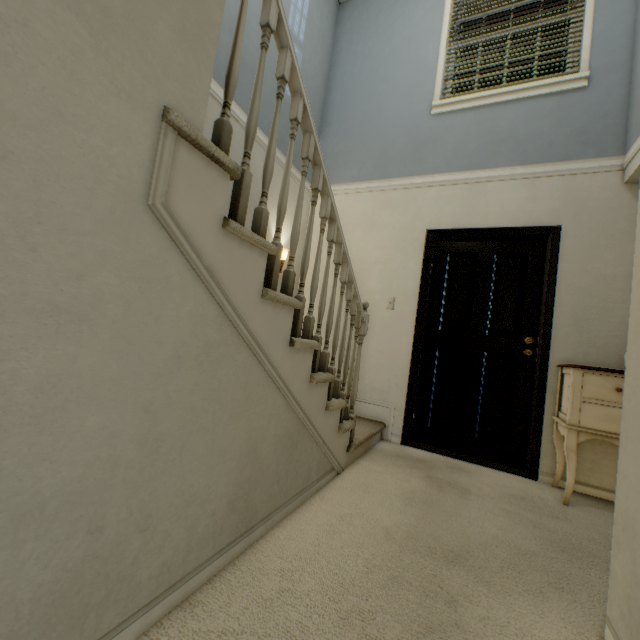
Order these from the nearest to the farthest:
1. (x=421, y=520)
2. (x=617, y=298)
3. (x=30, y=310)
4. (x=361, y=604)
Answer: (x=30, y=310), (x=361, y=604), (x=421, y=520), (x=617, y=298)

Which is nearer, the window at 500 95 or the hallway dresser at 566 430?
the hallway dresser at 566 430

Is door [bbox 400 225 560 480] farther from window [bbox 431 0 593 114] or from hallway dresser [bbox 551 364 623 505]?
window [bbox 431 0 593 114]

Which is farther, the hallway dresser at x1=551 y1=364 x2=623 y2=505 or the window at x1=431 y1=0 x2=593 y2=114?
the window at x1=431 y1=0 x2=593 y2=114

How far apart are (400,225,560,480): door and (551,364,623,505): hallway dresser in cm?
7

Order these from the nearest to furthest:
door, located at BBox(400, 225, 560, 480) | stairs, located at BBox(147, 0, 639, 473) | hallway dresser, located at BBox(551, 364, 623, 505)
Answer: stairs, located at BBox(147, 0, 639, 473)
hallway dresser, located at BBox(551, 364, 623, 505)
door, located at BBox(400, 225, 560, 480)

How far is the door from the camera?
2.81m

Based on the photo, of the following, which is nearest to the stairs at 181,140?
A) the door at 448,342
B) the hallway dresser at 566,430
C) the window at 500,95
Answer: the door at 448,342
